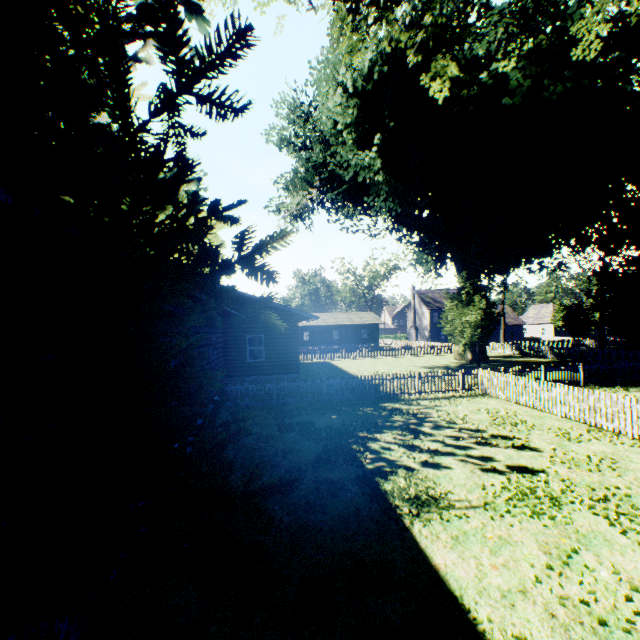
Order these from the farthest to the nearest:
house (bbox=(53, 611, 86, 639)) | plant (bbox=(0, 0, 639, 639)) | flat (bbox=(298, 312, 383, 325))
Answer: flat (bbox=(298, 312, 383, 325)) < house (bbox=(53, 611, 86, 639)) < plant (bbox=(0, 0, 639, 639))

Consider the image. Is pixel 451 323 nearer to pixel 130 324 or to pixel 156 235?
pixel 130 324

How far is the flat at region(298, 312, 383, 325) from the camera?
52.9 meters

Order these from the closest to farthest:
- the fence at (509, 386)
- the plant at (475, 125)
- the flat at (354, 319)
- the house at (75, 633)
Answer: the plant at (475, 125) < the house at (75, 633) < the fence at (509, 386) < the flat at (354, 319)

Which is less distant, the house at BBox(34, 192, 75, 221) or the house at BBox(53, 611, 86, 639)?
the house at BBox(34, 192, 75, 221)

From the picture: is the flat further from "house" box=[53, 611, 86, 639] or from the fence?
"house" box=[53, 611, 86, 639]

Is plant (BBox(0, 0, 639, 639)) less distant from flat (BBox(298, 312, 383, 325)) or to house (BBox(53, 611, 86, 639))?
house (BBox(53, 611, 86, 639))

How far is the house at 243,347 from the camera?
13.6m
